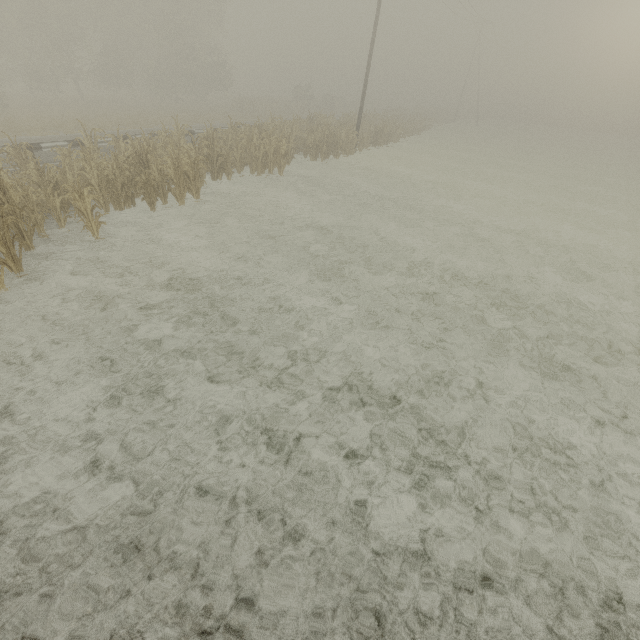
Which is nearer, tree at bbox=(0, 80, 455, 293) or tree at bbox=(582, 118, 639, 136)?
tree at bbox=(0, 80, 455, 293)

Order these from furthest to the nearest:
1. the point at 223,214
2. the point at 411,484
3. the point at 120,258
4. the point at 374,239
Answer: the point at 223,214 < the point at 374,239 < the point at 120,258 < the point at 411,484

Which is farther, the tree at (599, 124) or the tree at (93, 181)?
the tree at (599, 124)
